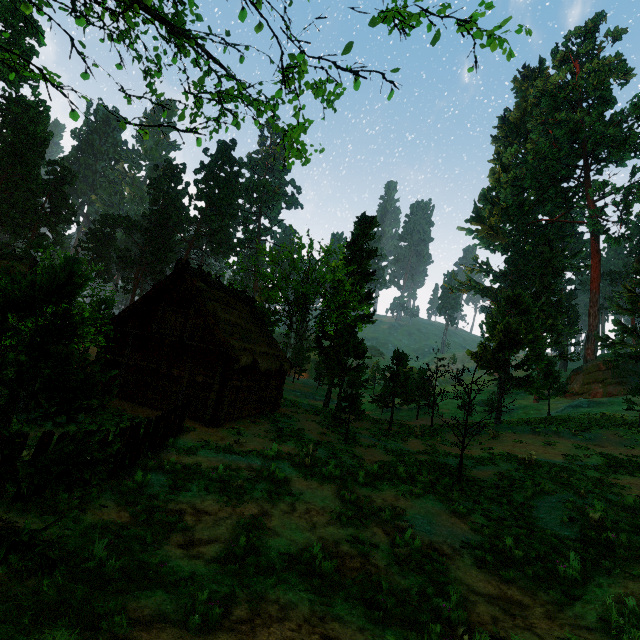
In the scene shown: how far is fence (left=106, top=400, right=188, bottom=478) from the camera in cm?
839

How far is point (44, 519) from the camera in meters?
5.4 m

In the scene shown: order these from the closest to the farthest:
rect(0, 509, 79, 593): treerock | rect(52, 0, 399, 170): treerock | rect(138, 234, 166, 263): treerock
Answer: rect(0, 509, 79, 593): treerock, rect(52, 0, 399, 170): treerock, rect(138, 234, 166, 263): treerock

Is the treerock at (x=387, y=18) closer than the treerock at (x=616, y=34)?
Yes

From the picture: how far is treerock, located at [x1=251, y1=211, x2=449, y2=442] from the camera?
22.5m

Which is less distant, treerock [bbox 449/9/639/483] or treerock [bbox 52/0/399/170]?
treerock [bbox 52/0/399/170]

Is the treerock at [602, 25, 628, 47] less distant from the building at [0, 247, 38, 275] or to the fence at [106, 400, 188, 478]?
the building at [0, 247, 38, 275]

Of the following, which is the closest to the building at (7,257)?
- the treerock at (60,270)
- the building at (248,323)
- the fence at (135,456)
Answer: the treerock at (60,270)
